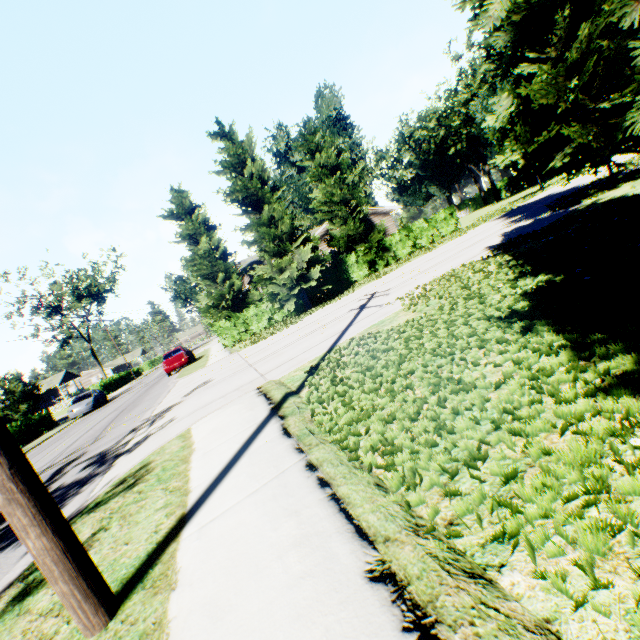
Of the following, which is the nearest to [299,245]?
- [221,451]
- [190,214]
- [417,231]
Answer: [190,214]

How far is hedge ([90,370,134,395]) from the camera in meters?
41.5

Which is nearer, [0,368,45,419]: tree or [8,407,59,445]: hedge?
[8,407,59,445]: hedge

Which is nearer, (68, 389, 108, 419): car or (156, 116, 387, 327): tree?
(156, 116, 387, 327): tree

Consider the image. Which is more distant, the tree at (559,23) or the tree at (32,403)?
the tree at (32,403)

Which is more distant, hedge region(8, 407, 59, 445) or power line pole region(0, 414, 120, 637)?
hedge region(8, 407, 59, 445)

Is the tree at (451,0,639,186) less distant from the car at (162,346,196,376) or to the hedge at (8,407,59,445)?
the car at (162,346,196,376)

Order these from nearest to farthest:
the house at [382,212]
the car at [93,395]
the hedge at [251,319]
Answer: the hedge at [251,319]
the car at [93,395]
the house at [382,212]
